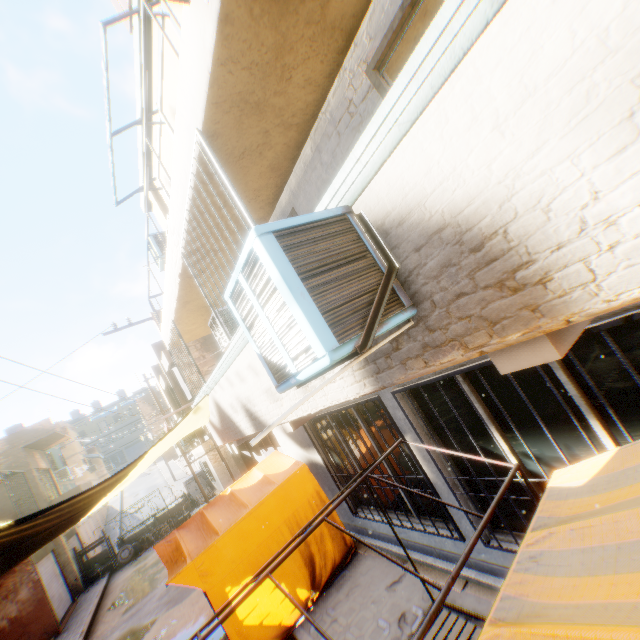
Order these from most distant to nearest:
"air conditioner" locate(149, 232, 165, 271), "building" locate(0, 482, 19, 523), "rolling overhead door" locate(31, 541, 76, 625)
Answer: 1. "building" locate(0, 482, 19, 523)
2. "rolling overhead door" locate(31, 541, 76, 625)
3. "air conditioner" locate(149, 232, 165, 271)

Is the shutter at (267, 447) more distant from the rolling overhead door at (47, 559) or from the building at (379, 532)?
the rolling overhead door at (47, 559)

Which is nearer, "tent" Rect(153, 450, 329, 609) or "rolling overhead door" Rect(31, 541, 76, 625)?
"tent" Rect(153, 450, 329, 609)

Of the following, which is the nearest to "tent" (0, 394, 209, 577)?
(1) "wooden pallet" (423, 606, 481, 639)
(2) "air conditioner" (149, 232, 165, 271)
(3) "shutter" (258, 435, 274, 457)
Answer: (1) "wooden pallet" (423, 606, 481, 639)

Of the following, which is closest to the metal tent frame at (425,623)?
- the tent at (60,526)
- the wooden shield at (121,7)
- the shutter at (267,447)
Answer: the tent at (60,526)

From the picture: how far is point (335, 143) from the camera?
3.8m

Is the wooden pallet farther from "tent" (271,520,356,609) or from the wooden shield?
the wooden shield

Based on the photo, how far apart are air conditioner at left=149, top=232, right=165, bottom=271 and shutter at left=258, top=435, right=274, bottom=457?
6.9 meters
